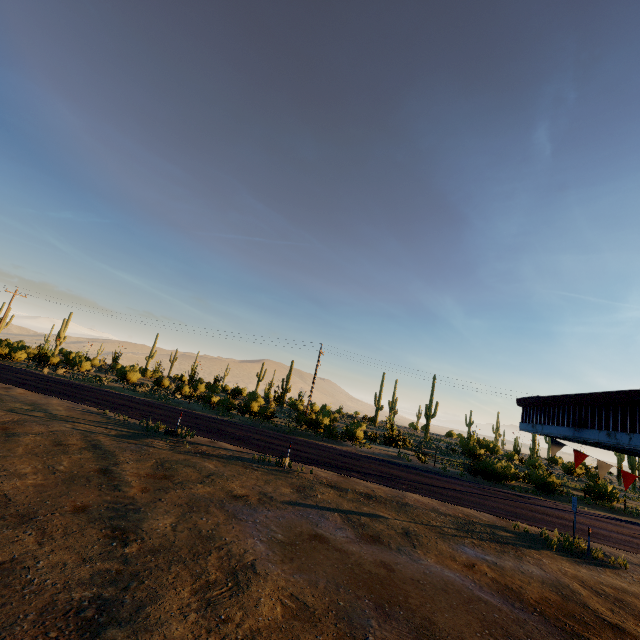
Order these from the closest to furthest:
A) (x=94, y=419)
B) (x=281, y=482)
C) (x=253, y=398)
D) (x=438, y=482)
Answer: (x=281, y=482) < (x=94, y=419) < (x=438, y=482) < (x=253, y=398)
